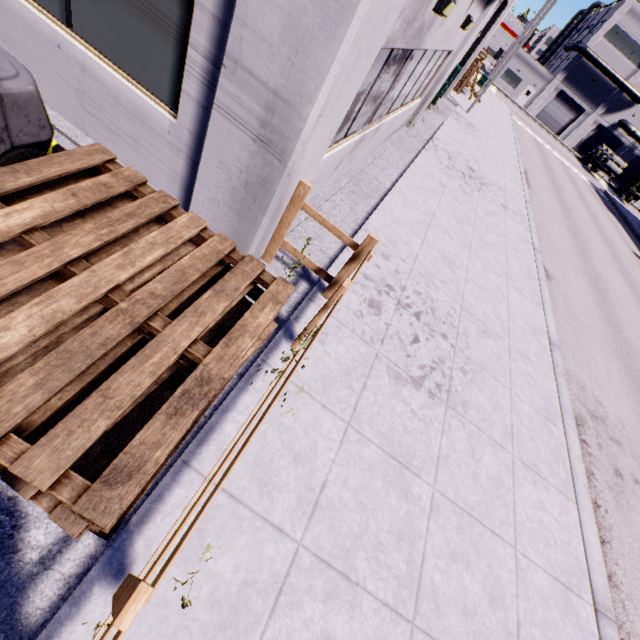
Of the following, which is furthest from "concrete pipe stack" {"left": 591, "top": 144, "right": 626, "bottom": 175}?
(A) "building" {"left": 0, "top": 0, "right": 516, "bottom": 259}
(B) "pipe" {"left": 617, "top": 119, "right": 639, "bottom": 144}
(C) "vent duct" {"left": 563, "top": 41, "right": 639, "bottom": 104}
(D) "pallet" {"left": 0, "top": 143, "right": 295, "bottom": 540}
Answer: (D) "pallet" {"left": 0, "top": 143, "right": 295, "bottom": 540}

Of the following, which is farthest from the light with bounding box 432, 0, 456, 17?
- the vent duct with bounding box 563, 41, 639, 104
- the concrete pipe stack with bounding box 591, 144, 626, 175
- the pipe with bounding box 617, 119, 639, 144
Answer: the concrete pipe stack with bounding box 591, 144, 626, 175

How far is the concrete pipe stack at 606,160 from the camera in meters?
43.0 m

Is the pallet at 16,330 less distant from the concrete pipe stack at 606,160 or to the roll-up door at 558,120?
the roll-up door at 558,120

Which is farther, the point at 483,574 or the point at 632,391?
the point at 632,391

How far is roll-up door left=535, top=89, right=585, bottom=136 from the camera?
49.8 meters

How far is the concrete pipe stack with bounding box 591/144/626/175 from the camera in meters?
43.0
